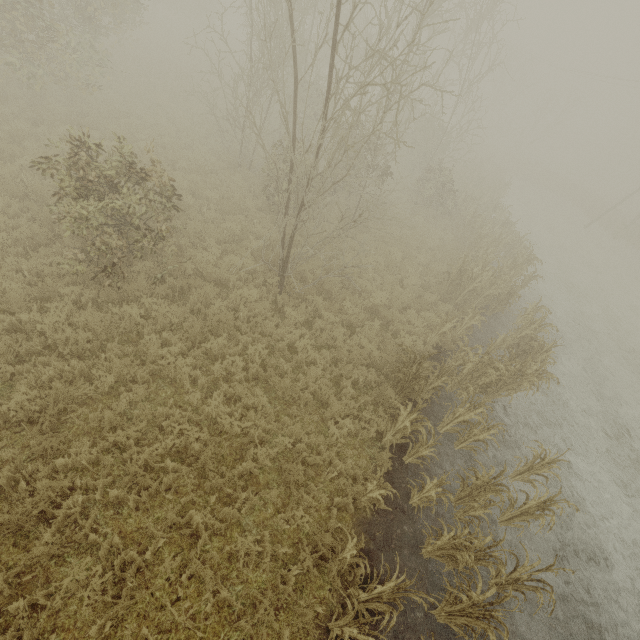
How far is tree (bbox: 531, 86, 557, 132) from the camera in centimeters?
3812cm

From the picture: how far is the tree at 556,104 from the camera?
38.1 meters

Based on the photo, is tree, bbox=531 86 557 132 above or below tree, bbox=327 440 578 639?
above

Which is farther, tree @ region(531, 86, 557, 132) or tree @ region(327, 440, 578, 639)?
tree @ region(531, 86, 557, 132)

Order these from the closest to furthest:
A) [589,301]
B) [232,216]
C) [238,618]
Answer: [238,618]
[232,216]
[589,301]

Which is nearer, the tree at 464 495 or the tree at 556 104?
the tree at 464 495
